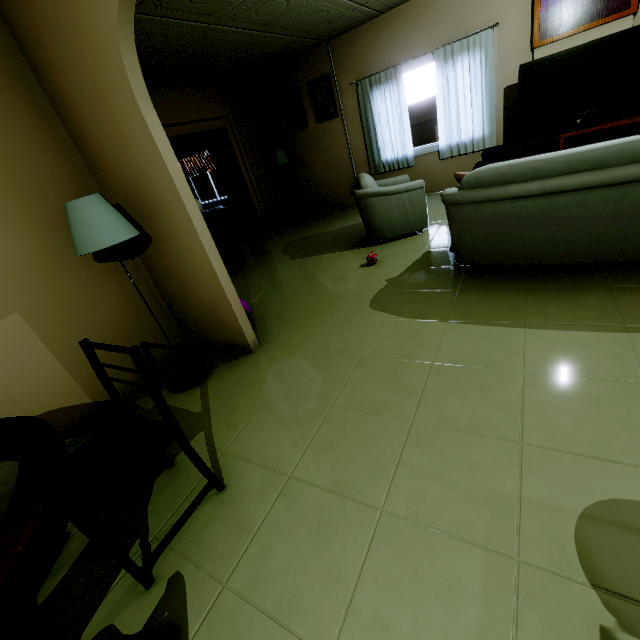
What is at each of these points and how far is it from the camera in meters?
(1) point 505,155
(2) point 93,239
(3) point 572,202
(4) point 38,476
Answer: (1) tv cabinet, 4.6
(2) lamp, 2.0
(3) couch, 2.2
(4) table, 1.0

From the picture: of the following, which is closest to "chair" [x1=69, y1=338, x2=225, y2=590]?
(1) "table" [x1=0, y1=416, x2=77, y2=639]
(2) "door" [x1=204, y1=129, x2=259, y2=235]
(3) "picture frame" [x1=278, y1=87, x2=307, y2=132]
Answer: (1) "table" [x1=0, y1=416, x2=77, y2=639]

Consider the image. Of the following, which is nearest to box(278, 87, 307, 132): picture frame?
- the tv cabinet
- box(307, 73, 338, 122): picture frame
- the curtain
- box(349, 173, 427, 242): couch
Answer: box(307, 73, 338, 122): picture frame

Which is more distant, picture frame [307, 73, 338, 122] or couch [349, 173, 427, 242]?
picture frame [307, 73, 338, 122]

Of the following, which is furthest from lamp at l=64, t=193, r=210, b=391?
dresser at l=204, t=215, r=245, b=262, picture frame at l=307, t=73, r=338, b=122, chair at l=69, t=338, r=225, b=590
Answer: picture frame at l=307, t=73, r=338, b=122

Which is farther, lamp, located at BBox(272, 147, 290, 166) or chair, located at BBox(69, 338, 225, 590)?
lamp, located at BBox(272, 147, 290, 166)

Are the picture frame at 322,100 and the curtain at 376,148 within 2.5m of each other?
yes

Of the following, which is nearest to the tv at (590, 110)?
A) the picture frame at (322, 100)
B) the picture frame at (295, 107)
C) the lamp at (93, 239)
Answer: the picture frame at (322, 100)
